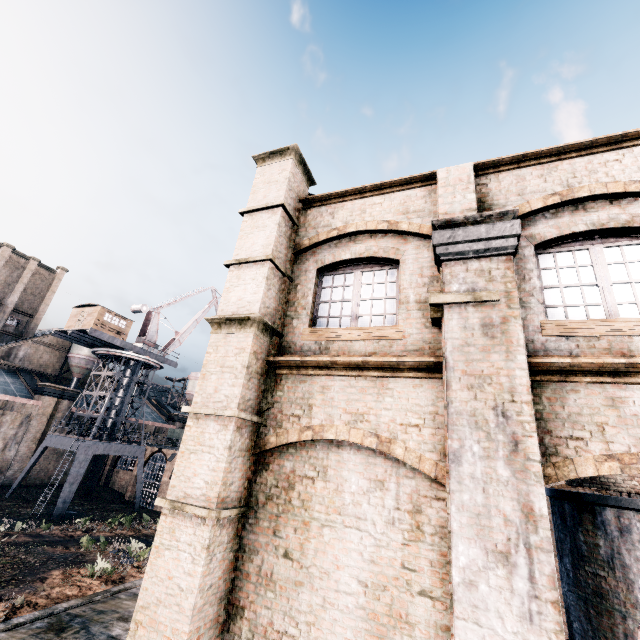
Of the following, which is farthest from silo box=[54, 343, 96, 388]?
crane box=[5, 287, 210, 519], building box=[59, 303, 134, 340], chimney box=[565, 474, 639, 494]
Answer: chimney box=[565, 474, 639, 494]

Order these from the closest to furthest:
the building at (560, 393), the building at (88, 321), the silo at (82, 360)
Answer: the building at (560, 393) < the building at (88, 321) < the silo at (82, 360)

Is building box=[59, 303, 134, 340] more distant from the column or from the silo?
the column

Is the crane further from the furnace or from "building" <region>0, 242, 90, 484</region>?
the furnace

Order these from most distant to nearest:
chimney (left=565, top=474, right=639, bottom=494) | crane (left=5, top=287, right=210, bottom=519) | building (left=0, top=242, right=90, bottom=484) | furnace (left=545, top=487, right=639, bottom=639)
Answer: building (left=0, top=242, right=90, bottom=484), crane (left=5, top=287, right=210, bottom=519), chimney (left=565, top=474, right=639, bottom=494), furnace (left=545, top=487, right=639, bottom=639)

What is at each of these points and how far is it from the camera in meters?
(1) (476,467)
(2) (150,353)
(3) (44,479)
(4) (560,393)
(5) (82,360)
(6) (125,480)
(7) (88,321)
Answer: (1) column, 4.5 m
(2) crane, 44.0 m
(3) building, 43.2 m
(4) building, 4.9 m
(5) silo, 52.2 m
(6) building, 48.6 m
(7) building, 37.9 m

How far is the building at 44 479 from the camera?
41.8 meters

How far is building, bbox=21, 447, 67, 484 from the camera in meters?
41.8
